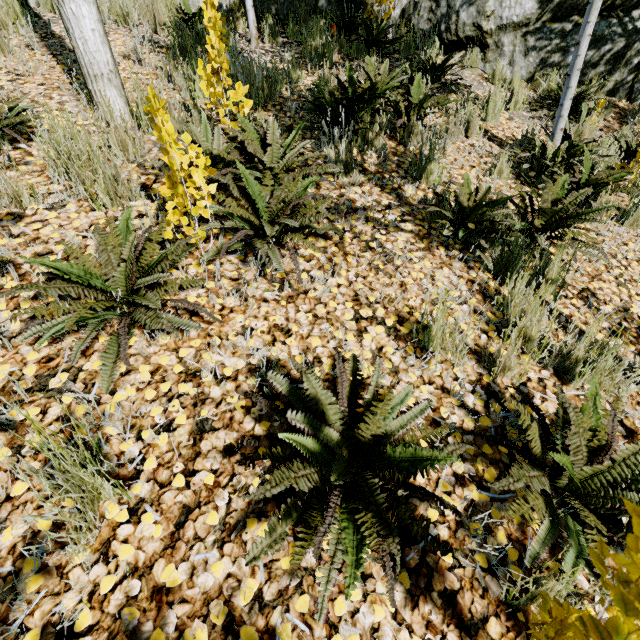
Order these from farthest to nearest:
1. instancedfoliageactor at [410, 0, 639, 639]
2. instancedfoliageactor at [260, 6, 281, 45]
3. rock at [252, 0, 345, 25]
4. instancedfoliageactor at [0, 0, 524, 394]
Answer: rock at [252, 0, 345, 25]
instancedfoliageactor at [260, 6, 281, 45]
instancedfoliageactor at [0, 0, 524, 394]
instancedfoliageactor at [410, 0, 639, 639]

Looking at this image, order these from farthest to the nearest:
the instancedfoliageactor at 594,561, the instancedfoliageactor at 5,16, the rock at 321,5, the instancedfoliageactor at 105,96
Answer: the rock at 321,5 → the instancedfoliageactor at 5,16 → the instancedfoliageactor at 105,96 → the instancedfoliageactor at 594,561

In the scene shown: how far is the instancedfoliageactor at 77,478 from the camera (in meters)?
0.98

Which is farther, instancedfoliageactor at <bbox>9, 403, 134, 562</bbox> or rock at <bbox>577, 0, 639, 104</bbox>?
rock at <bbox>577, 0, 639, 104</bbox>

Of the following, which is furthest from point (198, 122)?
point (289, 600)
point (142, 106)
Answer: point (289, 600)

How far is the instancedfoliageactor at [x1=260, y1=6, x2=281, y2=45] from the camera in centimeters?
502cm

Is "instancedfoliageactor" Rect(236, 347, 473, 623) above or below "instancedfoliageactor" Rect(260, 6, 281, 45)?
below
